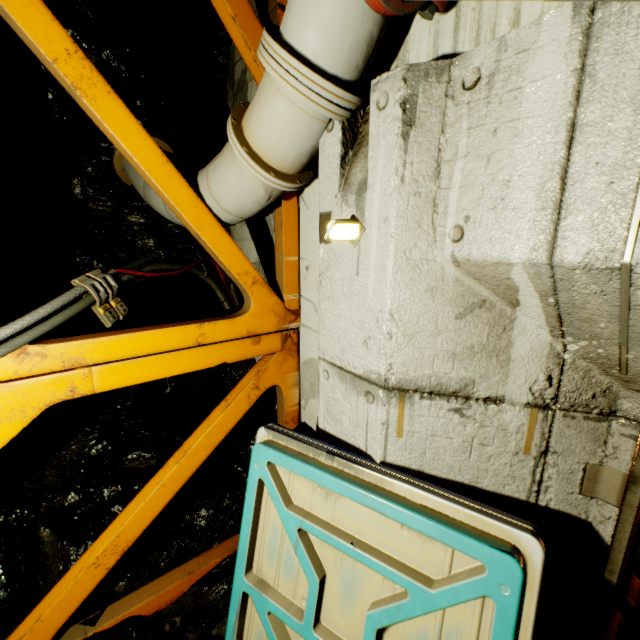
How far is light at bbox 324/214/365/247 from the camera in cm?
169

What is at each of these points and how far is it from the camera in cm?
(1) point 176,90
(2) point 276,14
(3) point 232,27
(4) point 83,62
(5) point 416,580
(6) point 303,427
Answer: (1) rock, 349
(2) beam, 252
(3) beam, 239
(4) beam, 188
(5) door, 150
(6) rock, 332

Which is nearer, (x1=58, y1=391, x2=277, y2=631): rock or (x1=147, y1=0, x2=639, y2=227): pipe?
(x1=147, y1=0, x2=639, y2=227): pipe

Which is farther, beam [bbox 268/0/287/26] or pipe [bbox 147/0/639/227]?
beam [bbox 268/0/287/26]

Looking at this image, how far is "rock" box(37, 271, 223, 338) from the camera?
3.5m

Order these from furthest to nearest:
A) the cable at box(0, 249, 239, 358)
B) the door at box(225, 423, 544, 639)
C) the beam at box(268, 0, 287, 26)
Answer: the beam at box(268, 0, 287, 26) < the cable at box(0, 249, 239, 358) < the door at box(225, 423, 544, 639)

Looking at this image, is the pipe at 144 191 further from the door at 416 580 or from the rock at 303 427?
the door at 416 580

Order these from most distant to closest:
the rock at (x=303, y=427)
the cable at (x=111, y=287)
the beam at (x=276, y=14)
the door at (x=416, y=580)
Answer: the rock at (x=303, y=427)
the beam at (x=276, y=14)
the cable at (x=111, y=287)
the door at (x=416, y=580)
